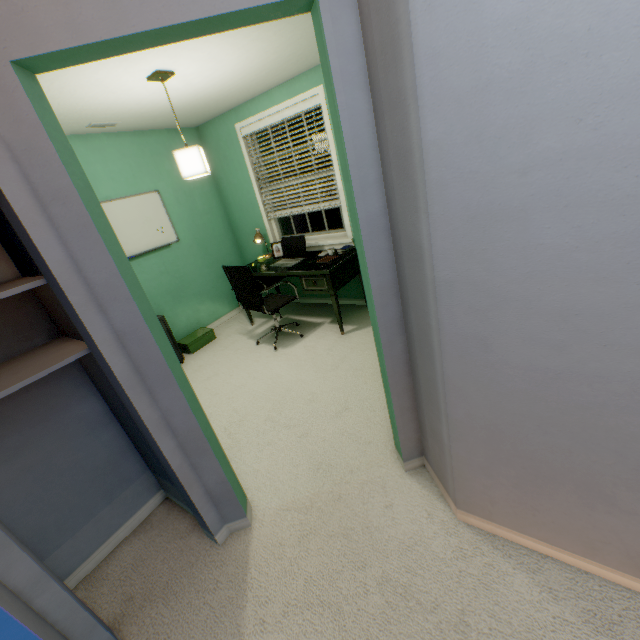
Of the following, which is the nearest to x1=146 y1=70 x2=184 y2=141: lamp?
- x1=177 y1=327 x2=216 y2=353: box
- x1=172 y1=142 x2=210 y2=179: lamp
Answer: x1=172 y1=142 x2=210 y2=179: lamp

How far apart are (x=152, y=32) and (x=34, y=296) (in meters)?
1.24

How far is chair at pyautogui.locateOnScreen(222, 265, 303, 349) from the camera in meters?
3.2

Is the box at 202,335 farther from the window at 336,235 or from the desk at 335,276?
the window at 336,235

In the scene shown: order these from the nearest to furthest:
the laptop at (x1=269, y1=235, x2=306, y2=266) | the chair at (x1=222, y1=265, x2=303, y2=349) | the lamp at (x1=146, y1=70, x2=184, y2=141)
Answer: the lamp at (x1=146, y1=70, x2=184, y2=141)
the chair at (x1=222, y1=265, x2=303, y2=349)
the laptop at (x1=269, y1=235, x2=306, y2=266)

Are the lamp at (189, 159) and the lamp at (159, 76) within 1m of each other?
yes

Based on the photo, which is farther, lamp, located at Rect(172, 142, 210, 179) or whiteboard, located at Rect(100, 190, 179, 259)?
whiteboard, located at Rect(100, 190, 179, 259)

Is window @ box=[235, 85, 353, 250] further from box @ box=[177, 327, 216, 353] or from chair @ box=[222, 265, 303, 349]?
box @ box=[177, 327, 216, 353]
